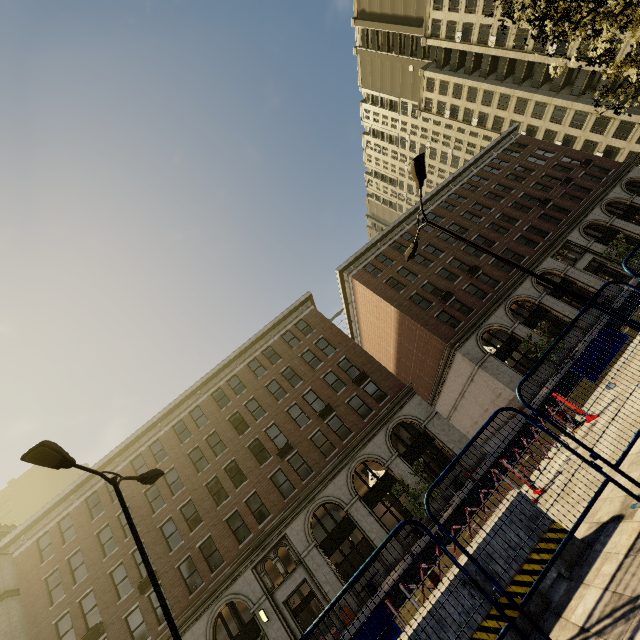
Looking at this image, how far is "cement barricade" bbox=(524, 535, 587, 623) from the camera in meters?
3.6 m

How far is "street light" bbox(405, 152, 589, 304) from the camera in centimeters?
959cm

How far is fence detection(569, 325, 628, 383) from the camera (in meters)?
4.30

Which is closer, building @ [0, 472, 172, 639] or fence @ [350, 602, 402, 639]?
fence @ [350, 602, 402, 639]

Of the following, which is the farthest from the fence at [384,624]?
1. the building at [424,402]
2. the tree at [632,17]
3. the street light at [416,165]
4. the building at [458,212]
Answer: the building at [458,212]

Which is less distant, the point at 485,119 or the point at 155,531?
the point at 155,531

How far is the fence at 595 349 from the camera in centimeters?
430cm

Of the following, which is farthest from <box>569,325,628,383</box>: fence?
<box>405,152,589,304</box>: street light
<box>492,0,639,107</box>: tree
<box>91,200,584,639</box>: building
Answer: <box>91,200,584,639</box>: building
